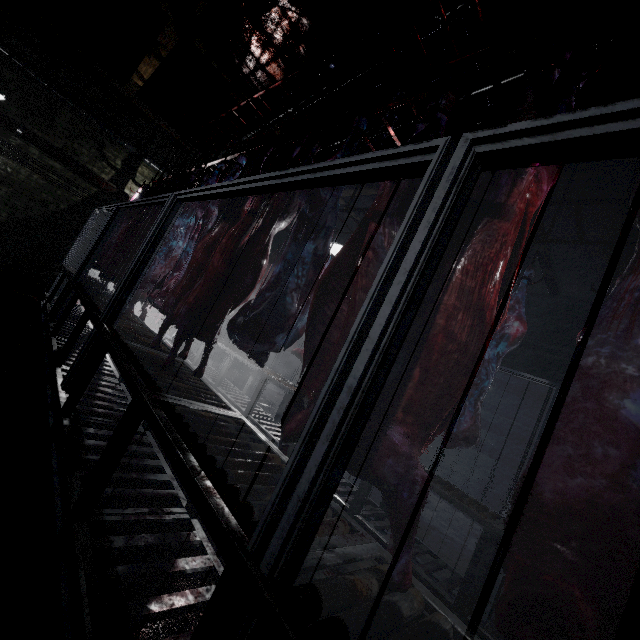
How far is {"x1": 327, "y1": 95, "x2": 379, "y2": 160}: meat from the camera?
2.0m

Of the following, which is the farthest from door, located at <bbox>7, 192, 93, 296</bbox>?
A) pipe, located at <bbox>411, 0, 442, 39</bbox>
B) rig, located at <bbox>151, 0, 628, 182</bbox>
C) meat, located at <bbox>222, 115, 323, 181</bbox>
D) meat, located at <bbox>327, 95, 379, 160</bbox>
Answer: meat, located at <bbox>327, 95, 379, 160</bbox>

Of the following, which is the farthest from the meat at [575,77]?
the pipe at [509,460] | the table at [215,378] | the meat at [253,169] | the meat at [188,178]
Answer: the pipe at [509,460]

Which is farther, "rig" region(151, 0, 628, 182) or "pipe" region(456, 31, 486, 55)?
"pipe" region(456, 31, 486, 55)

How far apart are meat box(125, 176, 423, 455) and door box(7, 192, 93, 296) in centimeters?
463cm

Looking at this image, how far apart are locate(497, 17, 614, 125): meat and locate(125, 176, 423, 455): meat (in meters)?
0.69

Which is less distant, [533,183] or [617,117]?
[617,117]

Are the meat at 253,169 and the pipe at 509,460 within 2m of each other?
no
